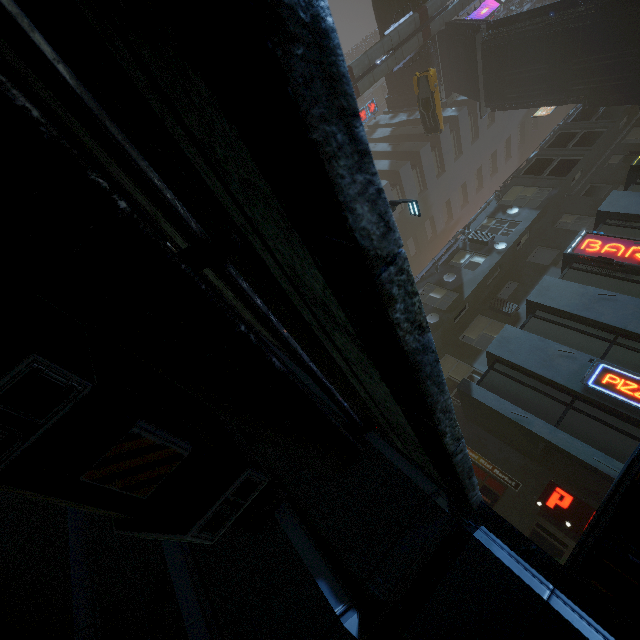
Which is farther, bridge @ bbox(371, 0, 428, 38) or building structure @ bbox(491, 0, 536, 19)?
A: building structure @ bbox(491, 0, 536, 19)

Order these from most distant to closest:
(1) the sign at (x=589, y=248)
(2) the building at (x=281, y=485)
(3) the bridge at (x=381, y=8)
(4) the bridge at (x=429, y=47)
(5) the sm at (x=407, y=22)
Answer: (4) the bridge at (x=429, y=47) → (3) the bridge at (x=381, y=8) → (5) the sm at (x=407, y=22) → (1) the sign at (x=589, y=248) → (2) the building at (x=281, y=485)

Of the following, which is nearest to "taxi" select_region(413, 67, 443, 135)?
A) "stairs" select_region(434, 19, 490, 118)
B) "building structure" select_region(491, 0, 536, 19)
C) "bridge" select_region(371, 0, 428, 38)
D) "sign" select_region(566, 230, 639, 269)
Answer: "bridge" select_region(371, 0, 428, 38)

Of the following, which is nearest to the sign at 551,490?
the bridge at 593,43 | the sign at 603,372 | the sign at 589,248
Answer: the sign at 603,372

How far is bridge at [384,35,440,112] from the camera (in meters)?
28.89

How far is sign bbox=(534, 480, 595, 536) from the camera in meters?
10.6

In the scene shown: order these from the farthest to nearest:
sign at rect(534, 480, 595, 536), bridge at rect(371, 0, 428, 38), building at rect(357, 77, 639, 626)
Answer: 1. bridge at rect(371, 0, 428, 38)
2. sign at rect(534, 480, 595, 536)
3. building at rect(357, 77, 639, 626)

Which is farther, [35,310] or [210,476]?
[210,476]
